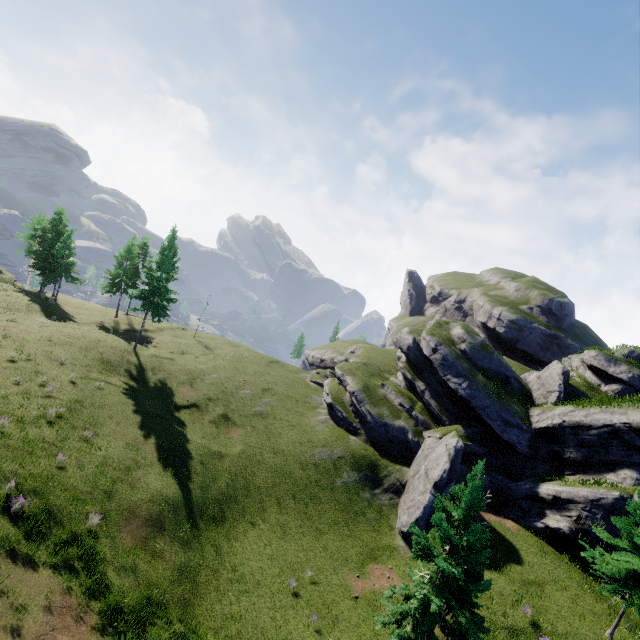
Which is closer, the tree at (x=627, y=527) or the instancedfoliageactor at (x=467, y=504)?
the instancedfoliageactor at (x=467, y=504)

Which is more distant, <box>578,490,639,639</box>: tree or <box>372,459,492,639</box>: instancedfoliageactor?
<box>578,490,639,639</box>: tree

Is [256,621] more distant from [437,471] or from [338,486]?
[437,471]
